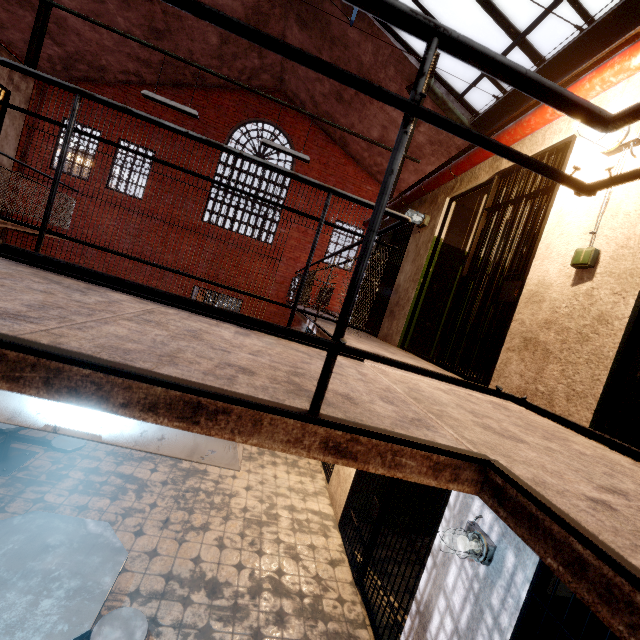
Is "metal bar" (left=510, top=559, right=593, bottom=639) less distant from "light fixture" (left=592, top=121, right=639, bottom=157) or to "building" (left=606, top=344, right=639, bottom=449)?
"building" (left=606, top=344, right=639, bottom=449)

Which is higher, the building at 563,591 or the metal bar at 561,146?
the metal bar at 561,146

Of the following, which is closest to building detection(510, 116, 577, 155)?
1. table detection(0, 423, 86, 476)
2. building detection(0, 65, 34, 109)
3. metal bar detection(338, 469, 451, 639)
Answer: metal bar detection(338, 469, 451, 639)

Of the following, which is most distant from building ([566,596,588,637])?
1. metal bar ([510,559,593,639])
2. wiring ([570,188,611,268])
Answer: wiring ([570,188,611,268])

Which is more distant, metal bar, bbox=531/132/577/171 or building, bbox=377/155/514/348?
building, bbox=377/155/514/348

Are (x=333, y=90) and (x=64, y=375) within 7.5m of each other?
no

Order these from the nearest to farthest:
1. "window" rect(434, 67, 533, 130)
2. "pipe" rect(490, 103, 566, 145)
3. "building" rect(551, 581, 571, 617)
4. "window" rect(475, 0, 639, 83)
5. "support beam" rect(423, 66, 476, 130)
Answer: "building" rect(551, 581, 571, 617) → "pipe" rect(490, 103, 566, 145) → "window" rect(475, 0, 639, 83) → "window" rect(434, 67, 533, 130) → "support beam" rect(423, 66, 476, 130)

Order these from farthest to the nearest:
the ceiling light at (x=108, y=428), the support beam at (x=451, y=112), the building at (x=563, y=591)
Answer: the support beam at (x=451, y=112) → the building at (x=563, y=591) → the ceiling light at (x=108, y=428)
